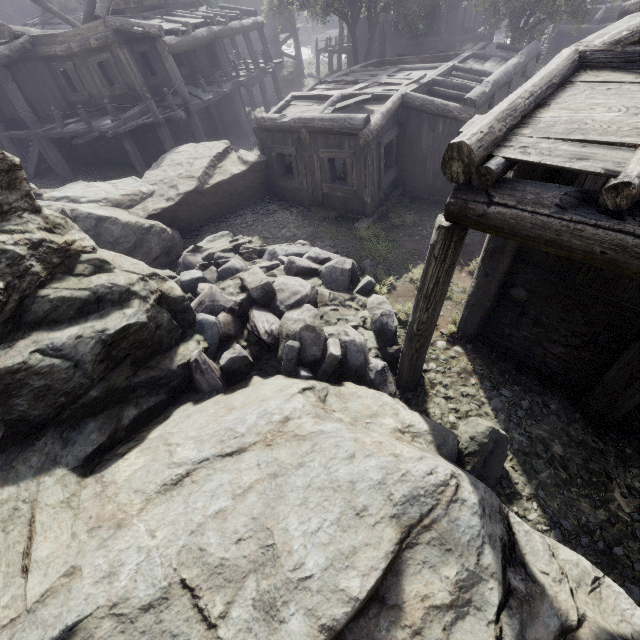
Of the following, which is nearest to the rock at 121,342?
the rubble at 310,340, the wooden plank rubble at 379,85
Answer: the rubble at 310,340

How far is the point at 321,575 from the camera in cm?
312

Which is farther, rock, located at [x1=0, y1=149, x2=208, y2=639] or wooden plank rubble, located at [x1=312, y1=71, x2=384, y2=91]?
wooden plank rubble, located at [x1=312, y1=71, x2=384, y2=91]

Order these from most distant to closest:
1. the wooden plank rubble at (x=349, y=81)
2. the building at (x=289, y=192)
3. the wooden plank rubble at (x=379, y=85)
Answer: the wooden plank rubble at (x=349, y=81) < the wooden plank rubble at (x=379, y=85) < the building at (x=289, y=192)

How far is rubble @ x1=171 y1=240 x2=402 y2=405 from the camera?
6.0 meters

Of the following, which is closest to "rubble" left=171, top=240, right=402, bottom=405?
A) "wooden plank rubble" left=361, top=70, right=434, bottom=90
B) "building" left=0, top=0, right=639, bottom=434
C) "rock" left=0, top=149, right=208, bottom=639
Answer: "rock" left=0, top=149, right=208, bottom=639

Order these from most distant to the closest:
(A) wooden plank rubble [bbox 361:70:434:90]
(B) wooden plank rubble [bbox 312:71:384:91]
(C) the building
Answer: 1. (B) wooden plank rubble [bbox 312:71:384:91]
2. (A) wooden plank rubble [bbox 361:70:434:90]
3. (C) the building

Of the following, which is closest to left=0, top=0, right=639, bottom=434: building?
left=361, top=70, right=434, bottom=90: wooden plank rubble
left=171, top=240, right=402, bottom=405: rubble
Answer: left=361, top=70, right=434, bottom=90: wooden plank rubble
